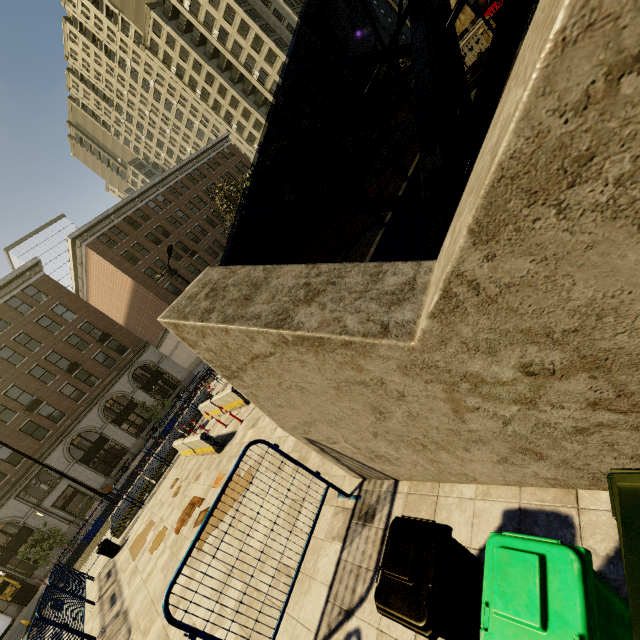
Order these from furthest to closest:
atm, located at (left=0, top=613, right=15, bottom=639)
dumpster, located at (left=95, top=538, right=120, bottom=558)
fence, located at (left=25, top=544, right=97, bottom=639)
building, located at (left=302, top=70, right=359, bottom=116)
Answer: building, located at (left=302, top=70, right=359, bottom=116) < atm, located at (left=0, top=613, right=15, bottom=639) < dumpster, located at (left=95, top=538, right=120, bottom=558) < fence, located at (left=25, top=544, right=97, bottom=639)

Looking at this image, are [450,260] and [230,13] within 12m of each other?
no

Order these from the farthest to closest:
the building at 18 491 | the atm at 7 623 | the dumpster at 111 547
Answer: the building at 18 491 < the atm at 7 623 < the dumpster at 111 547

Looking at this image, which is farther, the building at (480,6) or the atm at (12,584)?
the building at (480,6)

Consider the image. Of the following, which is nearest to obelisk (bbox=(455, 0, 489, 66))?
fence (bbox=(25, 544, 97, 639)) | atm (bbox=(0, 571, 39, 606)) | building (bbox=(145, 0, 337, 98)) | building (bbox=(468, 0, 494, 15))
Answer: fence (bbox=(25, 544, 97, 639))

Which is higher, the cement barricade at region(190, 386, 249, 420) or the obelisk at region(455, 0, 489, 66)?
the obelisk at region(455, 0, 489, 66)

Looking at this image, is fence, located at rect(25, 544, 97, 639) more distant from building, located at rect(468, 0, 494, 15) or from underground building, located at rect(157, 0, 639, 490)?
building, located at rect(468, 0, 494, 15)

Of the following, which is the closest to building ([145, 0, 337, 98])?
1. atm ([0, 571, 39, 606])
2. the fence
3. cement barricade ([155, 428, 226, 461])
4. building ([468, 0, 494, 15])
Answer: building ([468, 0, 494, 15])
